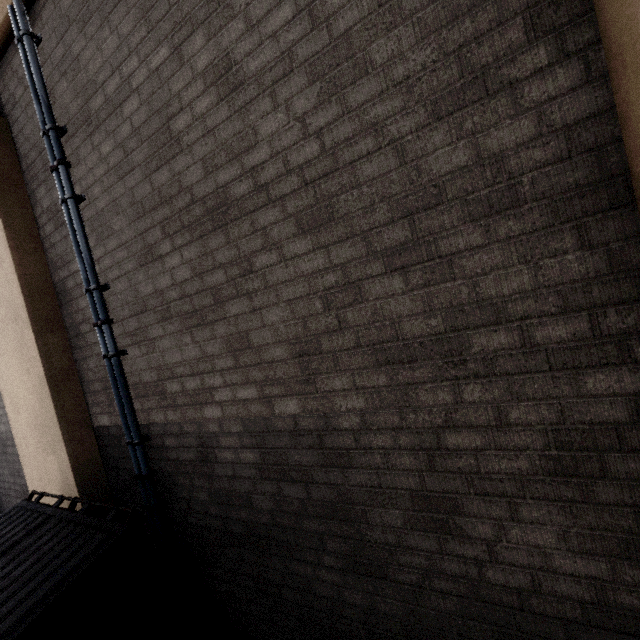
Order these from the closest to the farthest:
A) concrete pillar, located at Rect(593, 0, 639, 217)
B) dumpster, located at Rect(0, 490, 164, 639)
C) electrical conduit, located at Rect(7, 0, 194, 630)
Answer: concrete pillar, located at Rect(593, 0, 639, 217), dumpster, located at Rect(0, 490, 164, 639), electrical conduit, located at Rect(7, 0, 194, 630)

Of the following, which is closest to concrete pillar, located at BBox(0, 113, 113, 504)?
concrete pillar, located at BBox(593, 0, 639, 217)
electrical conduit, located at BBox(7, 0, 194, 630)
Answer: electrical conduit, located at BBox(7, 0, 194, 630)

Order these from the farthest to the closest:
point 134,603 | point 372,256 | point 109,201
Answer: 1. point 109,201
2. point 134,603
3. point 372,256

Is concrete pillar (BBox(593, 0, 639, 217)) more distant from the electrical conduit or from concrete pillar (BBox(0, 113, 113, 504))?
the electrical conduit

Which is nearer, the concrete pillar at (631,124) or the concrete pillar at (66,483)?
the concrete pillar at (631,124)

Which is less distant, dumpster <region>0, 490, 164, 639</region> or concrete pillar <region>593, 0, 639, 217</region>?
concrete pillar <region>593, 0, 639, 217</region>

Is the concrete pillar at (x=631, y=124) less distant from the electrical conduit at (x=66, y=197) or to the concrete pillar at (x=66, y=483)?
the concrete pillar at (x=66, y=483)
